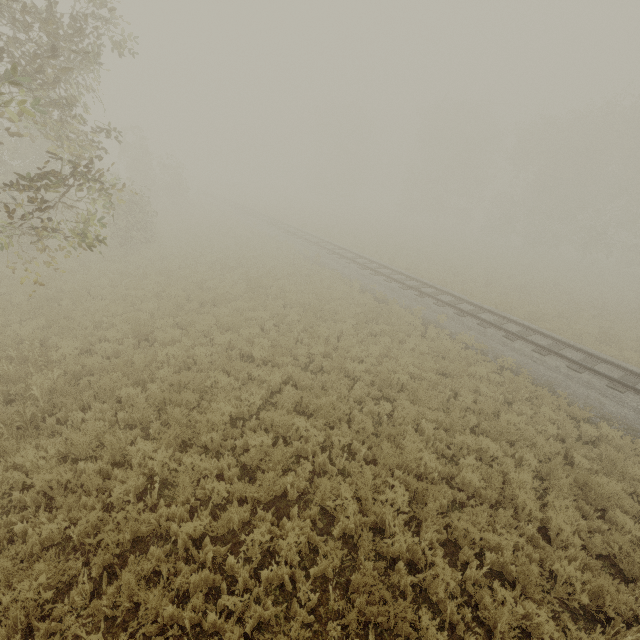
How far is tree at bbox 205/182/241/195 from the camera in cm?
5468

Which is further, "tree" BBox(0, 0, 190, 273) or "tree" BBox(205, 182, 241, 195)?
"tree" BBox(205, 182, 241, 195)

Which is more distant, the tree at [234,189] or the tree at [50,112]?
the tree at [234,189]

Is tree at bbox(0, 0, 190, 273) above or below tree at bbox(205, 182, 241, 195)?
above

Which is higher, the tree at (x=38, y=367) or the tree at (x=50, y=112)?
the tree at (x=50, y=112)

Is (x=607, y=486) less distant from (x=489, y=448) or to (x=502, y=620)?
(x=489, y=448)

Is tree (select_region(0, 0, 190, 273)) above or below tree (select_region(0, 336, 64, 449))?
above
